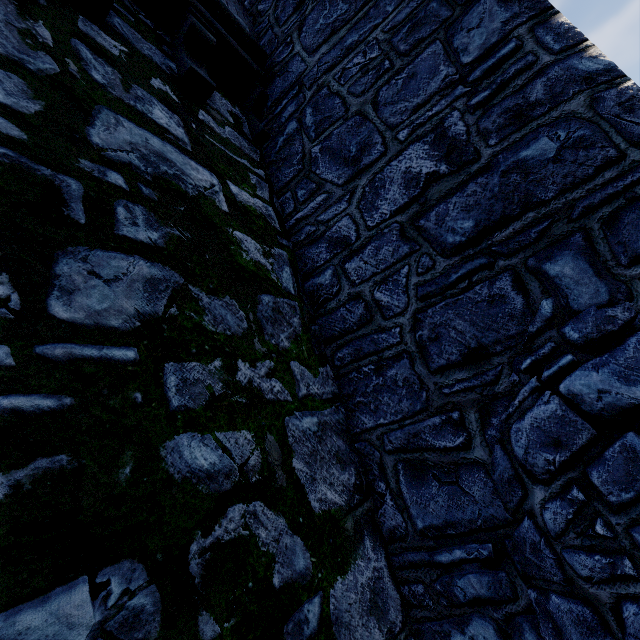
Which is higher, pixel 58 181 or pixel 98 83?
pixel 98 83
